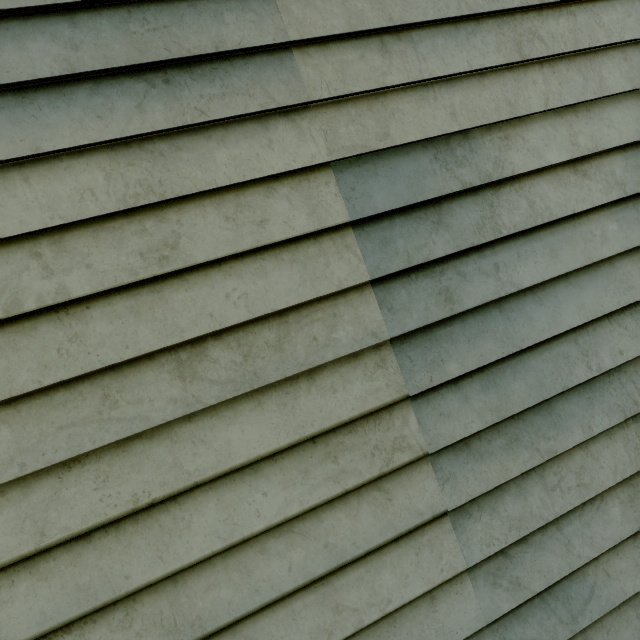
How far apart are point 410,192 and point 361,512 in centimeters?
131cm
